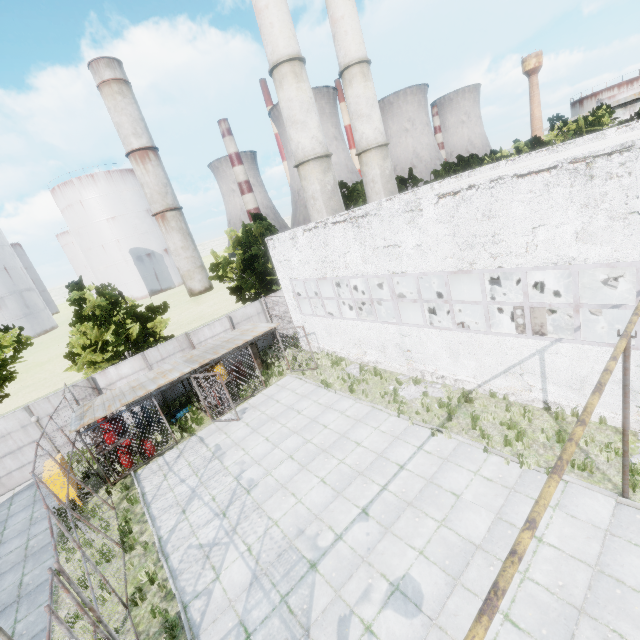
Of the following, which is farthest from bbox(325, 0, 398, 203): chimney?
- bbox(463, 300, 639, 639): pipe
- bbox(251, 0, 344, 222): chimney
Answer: bbox(463, 300, 639, 639): pipe

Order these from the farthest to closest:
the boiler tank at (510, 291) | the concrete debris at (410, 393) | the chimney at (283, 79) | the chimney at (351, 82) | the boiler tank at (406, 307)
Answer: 1. the chimney at (351, 82)
2. the chimney at (283, 79)
3. the boiler tank at (406, 307)
4. the boiler tank at (510, 291)
5. the concrete debris at (410, 393)

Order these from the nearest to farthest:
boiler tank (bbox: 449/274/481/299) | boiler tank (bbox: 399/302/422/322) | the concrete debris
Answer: the concrete debris < boiler tank (bbox: 449/274/481/299) < boiler tank (bbox: 399/302/422/322)

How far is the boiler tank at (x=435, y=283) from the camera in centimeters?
1827cm

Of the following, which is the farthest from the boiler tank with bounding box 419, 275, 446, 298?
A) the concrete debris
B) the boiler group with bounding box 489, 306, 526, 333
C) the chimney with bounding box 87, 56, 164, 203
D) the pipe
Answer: the chimney with bounding box 87, 56, 164, 203

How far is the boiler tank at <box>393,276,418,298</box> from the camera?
19.79m

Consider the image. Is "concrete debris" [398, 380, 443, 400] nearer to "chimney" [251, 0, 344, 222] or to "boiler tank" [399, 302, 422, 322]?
"boiler tank" [399, 302, 422, 322]

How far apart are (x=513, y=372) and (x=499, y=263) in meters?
4.1 m
